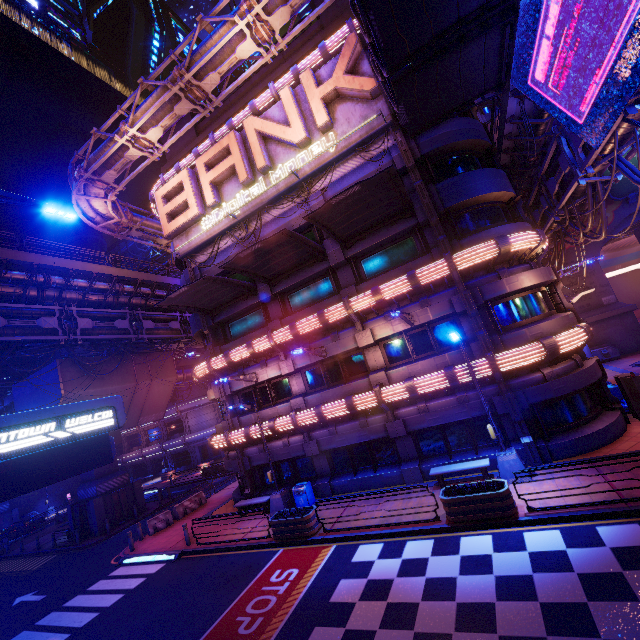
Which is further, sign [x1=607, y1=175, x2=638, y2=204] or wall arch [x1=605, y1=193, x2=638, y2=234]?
wall arch [x1=605, y1=193, x2=638, y2=234]

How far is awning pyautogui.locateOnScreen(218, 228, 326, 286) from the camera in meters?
14.8

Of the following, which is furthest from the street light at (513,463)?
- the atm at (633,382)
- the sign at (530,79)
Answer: the sign at (530,79)

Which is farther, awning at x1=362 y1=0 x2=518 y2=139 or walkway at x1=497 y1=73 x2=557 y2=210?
walkway at x1=497 y1=73 x2=557 y2=210

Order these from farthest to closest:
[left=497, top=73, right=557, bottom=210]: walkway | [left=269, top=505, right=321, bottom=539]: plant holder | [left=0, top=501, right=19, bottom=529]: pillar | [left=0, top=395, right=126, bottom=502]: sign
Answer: [left=0, top=501, right=19, bottom=529]: pillar, [left=497, top=73, right=557, bottom=210]: walkway, [left=269, top=505, right=321, bottom=539]: plant holder, [left=0, top=395, right=126, bottom=502]: sign

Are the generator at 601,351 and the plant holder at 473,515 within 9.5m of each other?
no

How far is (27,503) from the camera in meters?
44.0 m

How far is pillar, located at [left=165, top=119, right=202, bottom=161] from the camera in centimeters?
2528cm
